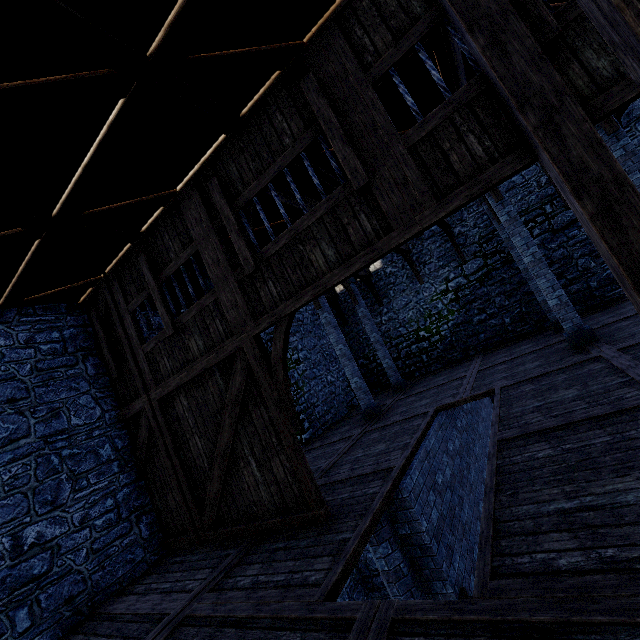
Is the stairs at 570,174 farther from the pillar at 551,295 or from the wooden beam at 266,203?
the pillar at 551,295

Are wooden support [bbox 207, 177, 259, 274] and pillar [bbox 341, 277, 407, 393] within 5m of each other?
no

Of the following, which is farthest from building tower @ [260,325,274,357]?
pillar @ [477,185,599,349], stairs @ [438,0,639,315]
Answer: pillar @ [477,185,599,349]

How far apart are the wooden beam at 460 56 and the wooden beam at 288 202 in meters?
3.6 m

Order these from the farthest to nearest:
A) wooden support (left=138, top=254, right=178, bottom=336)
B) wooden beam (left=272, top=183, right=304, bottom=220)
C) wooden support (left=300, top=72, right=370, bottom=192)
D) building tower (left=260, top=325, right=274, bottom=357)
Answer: building tower (left=260, top=325, right=274, bottom=357), wooden beam (left=272, top=183, right=304, bottom=220), wooden support (left=138, top=254, right=178, bottom=336), wooden support (left=300, top=72, right=370, bottom=192)

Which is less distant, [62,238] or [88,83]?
[88,83]

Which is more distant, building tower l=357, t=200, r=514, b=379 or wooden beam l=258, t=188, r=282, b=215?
building tower l=357, t=200, r=514, b=379

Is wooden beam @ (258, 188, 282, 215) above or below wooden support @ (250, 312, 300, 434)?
above
